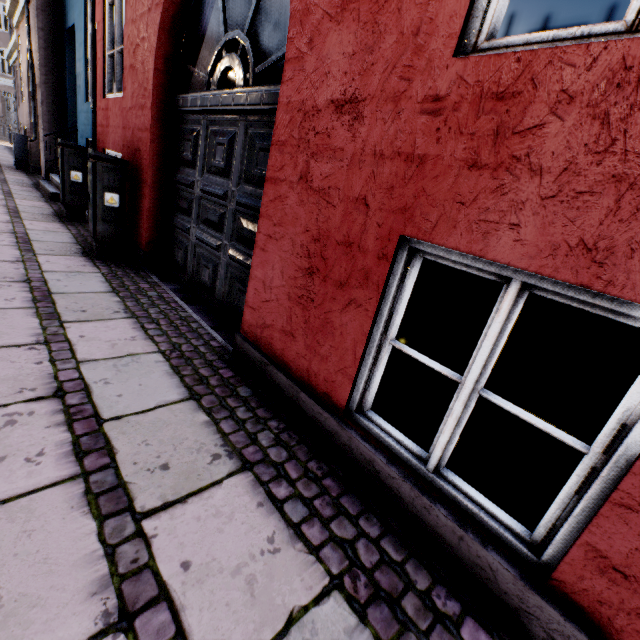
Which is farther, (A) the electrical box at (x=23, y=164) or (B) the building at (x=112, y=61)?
(A) the electrical box at (x=23, y=164)

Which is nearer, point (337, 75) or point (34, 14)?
point (337, 75)

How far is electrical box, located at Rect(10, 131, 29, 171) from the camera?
10.1m

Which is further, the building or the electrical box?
the electrical box

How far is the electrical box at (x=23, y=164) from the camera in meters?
10.1
